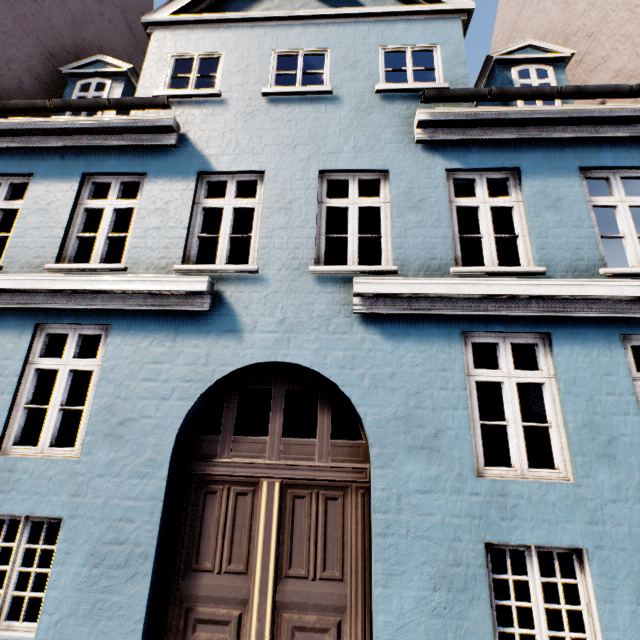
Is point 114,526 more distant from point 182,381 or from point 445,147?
point 445,147
